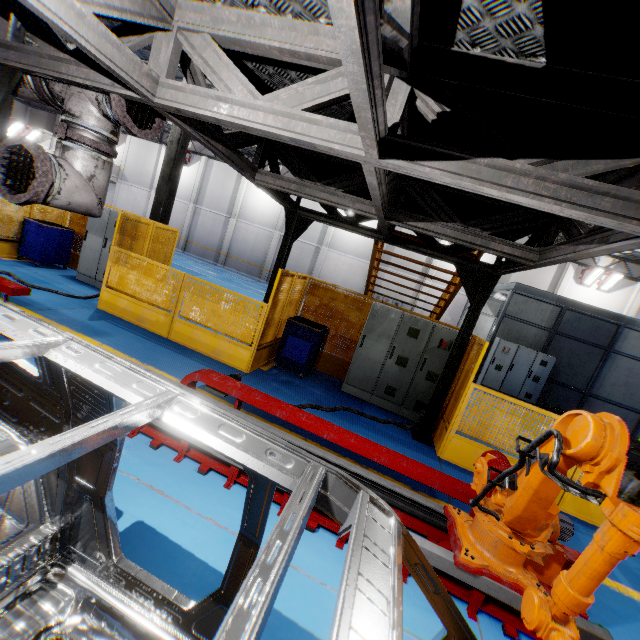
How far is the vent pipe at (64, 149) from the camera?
3.1 meters

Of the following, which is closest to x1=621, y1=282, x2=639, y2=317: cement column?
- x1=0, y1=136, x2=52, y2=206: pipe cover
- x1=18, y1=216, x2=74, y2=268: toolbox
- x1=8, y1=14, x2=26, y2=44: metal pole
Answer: x1=0, y1=136, x2=52, y2=206: pipe cover

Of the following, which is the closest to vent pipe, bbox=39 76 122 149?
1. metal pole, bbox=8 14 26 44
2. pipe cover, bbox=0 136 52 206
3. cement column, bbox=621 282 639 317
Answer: pipe cover, bbox=0 136 52 206

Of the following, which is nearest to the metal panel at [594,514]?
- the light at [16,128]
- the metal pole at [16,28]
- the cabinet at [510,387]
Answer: the metal pole at [16,28]

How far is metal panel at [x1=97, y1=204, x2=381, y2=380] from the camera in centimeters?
664cm

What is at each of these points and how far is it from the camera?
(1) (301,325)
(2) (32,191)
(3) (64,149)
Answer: (1) toolbox, 7.2 meters
(2) pipe cover, 2.9 meters
(3) vent pipe, 3.2 meters

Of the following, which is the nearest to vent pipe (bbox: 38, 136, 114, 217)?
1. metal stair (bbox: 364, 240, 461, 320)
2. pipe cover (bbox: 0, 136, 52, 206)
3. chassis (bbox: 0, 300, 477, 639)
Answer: pipe cover (bbox: 0, 136, 52, 206)

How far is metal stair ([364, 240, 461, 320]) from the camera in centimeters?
742cm
